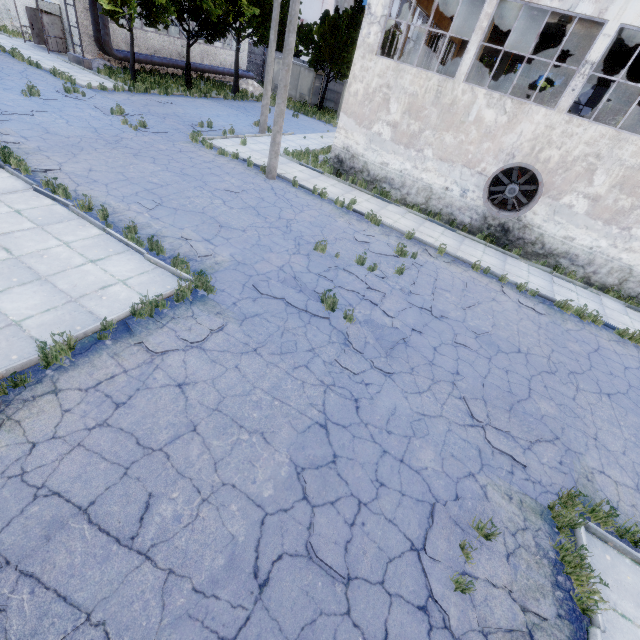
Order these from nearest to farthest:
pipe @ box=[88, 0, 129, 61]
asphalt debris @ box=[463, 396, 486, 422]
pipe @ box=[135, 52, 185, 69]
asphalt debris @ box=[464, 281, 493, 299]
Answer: asphalt debris @ box=[463, 396, 486, 422]
asphalt debris @ box=[464, 281, 493, 299]
pipe @ box=[88, 0, 129, 61]
pipe @ box=[135, 52, 185, 69]

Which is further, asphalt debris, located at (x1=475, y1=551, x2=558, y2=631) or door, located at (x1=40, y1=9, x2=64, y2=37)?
door, located at (x1=40, y1=9, x2=64, y2=37)

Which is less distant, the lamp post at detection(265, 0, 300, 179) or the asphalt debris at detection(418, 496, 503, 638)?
the asphalt debris at detection(418, 496, 503, 638)

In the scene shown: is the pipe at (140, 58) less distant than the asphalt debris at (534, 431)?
No

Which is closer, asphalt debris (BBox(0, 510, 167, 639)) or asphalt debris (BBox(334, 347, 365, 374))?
Answer: asphalt debris (BBox(0, 510, 167, 639))

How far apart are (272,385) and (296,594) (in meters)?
3.09

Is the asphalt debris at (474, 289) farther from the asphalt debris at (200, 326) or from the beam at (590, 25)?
the beam at (590, 25)

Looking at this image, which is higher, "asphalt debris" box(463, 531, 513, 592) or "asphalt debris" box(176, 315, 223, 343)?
"asphalt debris" box(176, 315, 223, 343)
